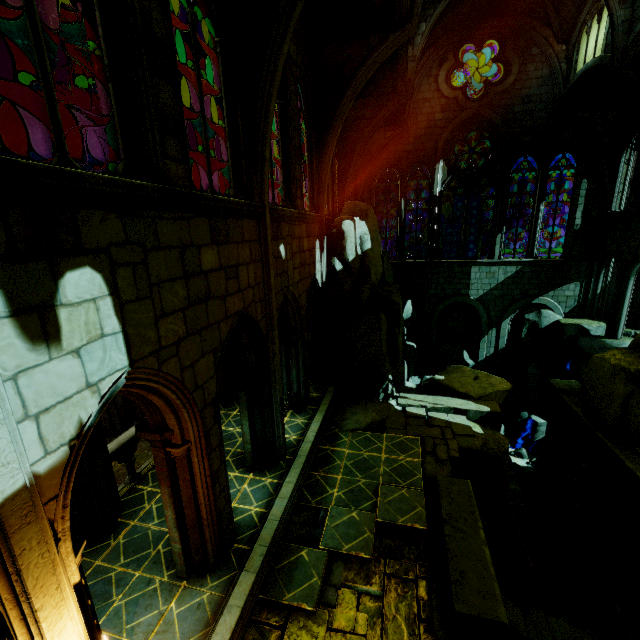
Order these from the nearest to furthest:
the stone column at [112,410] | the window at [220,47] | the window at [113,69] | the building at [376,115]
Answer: the building at [376,115]
the window at [113,69]
the window at [220,47]
the stone column at [112,410]

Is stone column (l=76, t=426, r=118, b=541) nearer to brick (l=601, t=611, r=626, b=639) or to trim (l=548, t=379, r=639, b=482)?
trim (l=548, t=379, r=639, b=482)

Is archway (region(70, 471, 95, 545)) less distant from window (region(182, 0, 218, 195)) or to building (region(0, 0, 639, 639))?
building (region(0, 0, 639, 639))

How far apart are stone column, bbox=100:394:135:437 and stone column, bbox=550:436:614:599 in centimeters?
2516cm

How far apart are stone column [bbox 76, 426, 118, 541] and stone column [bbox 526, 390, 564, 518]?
18.13m

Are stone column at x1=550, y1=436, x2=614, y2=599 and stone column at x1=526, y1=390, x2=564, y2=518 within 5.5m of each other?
yes

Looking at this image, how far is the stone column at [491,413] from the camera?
11.9m

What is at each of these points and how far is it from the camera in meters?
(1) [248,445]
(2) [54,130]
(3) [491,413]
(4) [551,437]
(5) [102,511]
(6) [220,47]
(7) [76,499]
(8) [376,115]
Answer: (1) archway, 8.7
(2) window, 3.3
(3) stone column, 11.9
(4) stone column, 16.1
(5) stone column, 6.9
(6) window, 6.2
(7) archway, 6.6
(8) building, 16.7
